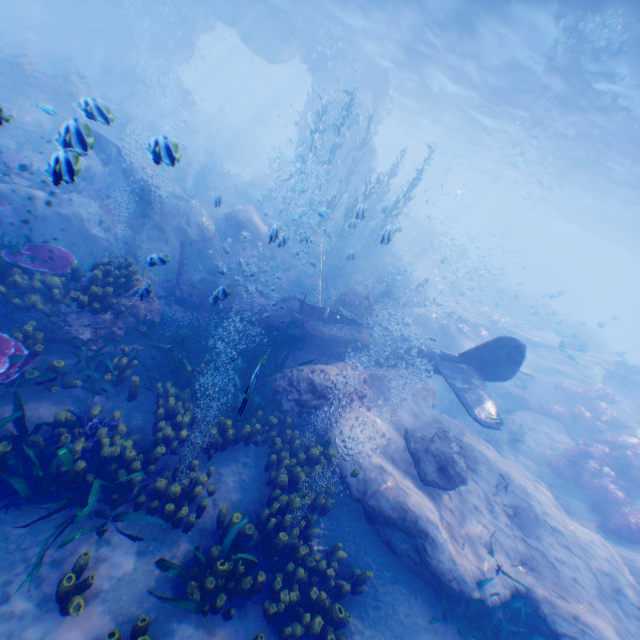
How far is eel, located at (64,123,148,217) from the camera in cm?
448

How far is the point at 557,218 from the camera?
51.5m

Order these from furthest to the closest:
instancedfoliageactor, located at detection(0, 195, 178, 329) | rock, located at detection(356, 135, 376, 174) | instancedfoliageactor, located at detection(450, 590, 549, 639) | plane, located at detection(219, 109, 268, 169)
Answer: plane, located at detection(219, 109, 268, 169) < rock, located at detection(356, 135, 376, 174) < instancedfoliageactor, located at detection(0, 195, 178, 329) < instancedfoliageactor, located at detection(450, 590, 549, 639)

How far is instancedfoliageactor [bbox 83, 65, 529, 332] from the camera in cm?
1521

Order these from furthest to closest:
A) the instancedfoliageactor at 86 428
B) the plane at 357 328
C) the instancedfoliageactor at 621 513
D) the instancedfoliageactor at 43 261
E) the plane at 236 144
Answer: the plane at 236 144
the instancedfoliageactor at 621 513
the plane at 357 328
the instancedfoliageactor at 43 261
the instancedfoliageactor at 86 428

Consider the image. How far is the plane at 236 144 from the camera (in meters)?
36.38

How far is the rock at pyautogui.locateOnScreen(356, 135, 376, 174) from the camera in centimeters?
2497cm
